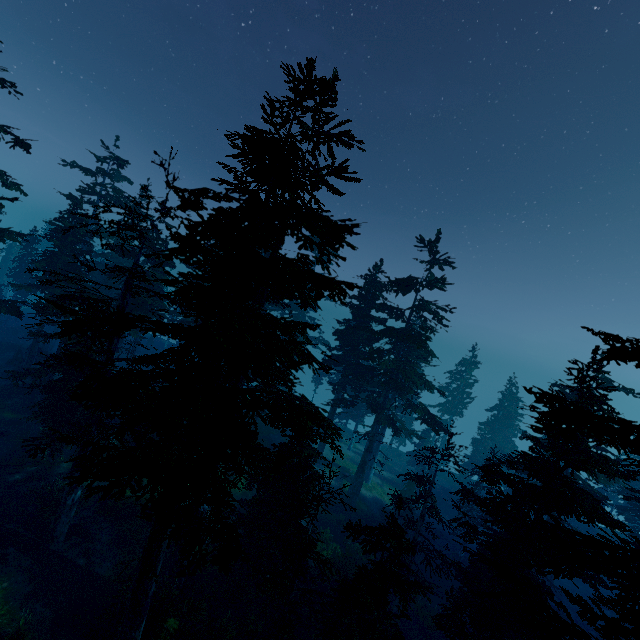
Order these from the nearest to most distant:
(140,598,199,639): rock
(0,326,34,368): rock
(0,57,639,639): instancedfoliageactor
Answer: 1. (0,57,639,639): instancedfoliageactor
2. (140,598,199,639): rock
3. (0,326,34,368): rock

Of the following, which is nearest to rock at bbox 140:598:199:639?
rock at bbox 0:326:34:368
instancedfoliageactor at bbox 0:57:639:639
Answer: instancedfoliageactor at bbox 0:57:639:639

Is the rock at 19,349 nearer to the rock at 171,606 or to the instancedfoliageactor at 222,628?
the instancedfoliageactor at 222,628

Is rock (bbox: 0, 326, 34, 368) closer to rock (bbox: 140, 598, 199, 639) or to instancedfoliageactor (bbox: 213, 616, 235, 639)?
instancedfoliageactor (bbox: 213, 616, 235, 639)

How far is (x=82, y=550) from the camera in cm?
1833

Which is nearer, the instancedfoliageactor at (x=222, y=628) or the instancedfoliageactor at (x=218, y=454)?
the instancedfoliageactor at (x=218, y=454)

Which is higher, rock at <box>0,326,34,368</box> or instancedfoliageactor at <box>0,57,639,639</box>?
instancedfoliageactor at <box>0,57,639,639</box>
